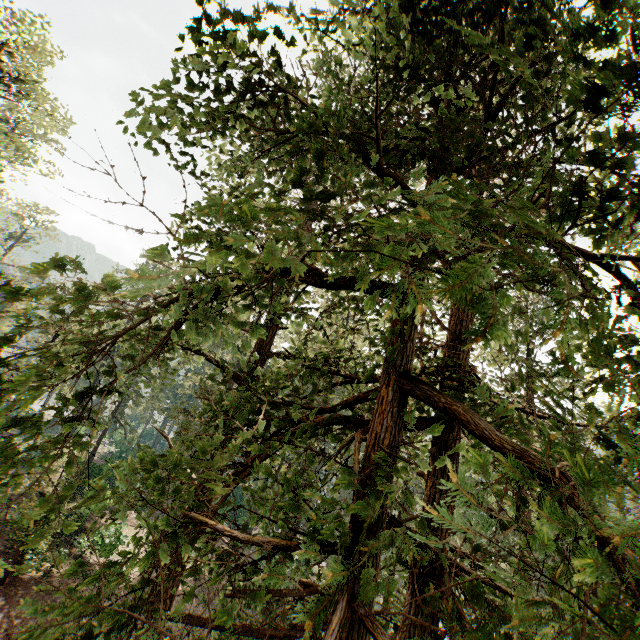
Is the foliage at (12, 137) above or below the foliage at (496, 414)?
above

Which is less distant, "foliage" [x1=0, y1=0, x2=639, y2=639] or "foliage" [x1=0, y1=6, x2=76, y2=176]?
"foliage" [x1=0, y1=0, x2=639, y2=639]

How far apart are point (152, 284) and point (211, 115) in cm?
280

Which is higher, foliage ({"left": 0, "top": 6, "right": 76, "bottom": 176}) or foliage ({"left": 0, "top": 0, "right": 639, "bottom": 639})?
foliage ({"left": 0, "top": 6, "right": 76, "bottom": 176})

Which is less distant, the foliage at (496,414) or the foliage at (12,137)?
the foliage at (496,414)
